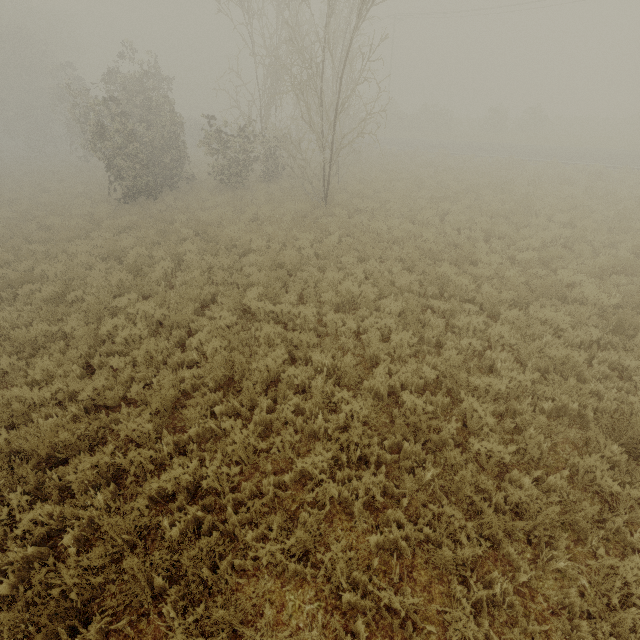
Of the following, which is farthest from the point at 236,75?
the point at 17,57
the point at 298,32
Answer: the point at 17,57
